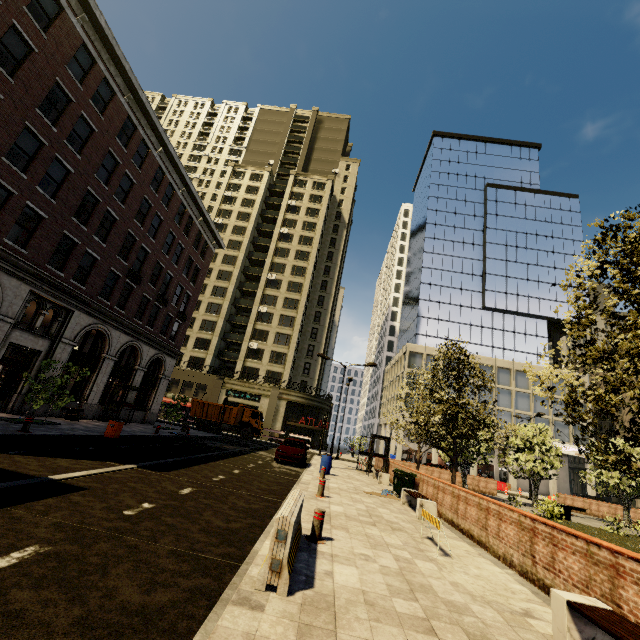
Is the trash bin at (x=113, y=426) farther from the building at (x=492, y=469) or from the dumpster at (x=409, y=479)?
the dumpster at (x=409, y=479)

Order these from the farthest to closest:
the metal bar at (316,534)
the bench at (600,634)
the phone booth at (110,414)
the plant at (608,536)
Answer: the phone booth at (110,414)
the plant at (608,536)
the metal bar at (316,534)
the bench at (600,634)

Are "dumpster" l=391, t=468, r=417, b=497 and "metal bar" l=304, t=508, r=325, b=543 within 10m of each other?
yes

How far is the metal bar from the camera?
6.35m

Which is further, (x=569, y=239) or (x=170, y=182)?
(x=569, y=239)

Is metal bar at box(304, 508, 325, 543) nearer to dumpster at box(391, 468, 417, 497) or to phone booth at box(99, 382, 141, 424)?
dumpster at box(391, 468, 417, 497)

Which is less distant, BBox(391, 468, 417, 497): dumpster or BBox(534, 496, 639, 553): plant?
BBox(534, 496, 639, 553): plant

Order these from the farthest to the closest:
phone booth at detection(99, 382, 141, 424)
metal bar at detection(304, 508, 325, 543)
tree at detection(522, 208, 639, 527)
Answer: phone booth at detection(99, 382, 141, 424), metal bar at detection(304, 508, 325, 543), tree at detection(522, 208, 639, 527)
